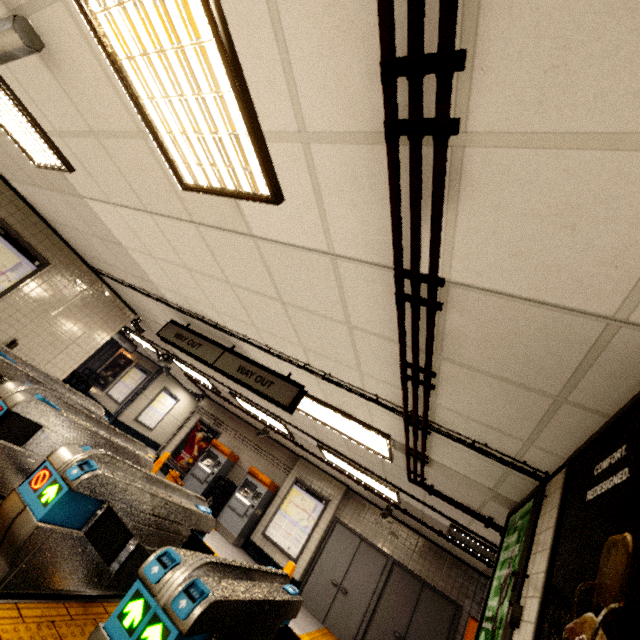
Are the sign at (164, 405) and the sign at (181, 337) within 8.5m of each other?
no

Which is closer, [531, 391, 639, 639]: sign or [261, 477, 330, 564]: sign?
[531, 391, 639, 639]: sign

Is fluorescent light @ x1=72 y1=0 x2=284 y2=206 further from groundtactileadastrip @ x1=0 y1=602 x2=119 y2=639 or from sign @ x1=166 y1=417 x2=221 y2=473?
sign @ x1=166 y1=417 x2=221 y2=473

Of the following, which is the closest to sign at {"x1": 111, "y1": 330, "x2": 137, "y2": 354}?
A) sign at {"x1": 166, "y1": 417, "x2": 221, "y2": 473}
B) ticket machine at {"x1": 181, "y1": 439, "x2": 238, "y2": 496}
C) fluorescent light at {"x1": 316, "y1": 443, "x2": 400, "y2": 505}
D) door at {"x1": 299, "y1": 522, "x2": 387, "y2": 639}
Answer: sign at {"x1": 166, "y1": 417, "x2": 221, "y2": 473}

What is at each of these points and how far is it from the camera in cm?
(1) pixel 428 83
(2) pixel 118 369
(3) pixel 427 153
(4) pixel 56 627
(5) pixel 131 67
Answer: (1) storm drain, 115
(2) sign, 1520
(3) storm drain, 133
(4) groundtactileadastrip, 250
(5) fluorescent light, 185

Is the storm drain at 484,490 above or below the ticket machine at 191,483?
above

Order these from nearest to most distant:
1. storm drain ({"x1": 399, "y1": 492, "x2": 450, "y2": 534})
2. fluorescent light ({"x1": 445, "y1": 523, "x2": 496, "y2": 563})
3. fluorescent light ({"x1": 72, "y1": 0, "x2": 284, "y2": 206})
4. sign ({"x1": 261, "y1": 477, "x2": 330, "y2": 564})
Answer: fluorescent light ({"x1": 72, "y1": 0, "x2": 284, "y2": 206}) → fluorescent light ({"x1": 445, "y1": 523, "x2": 496, "y2": 563}) → storm drain ({"x1": 399, "y1": 492, "x2": 450, "y2": 534}) → sign ({"x1": 261, "y1": 477, "x2": 330, "y2": 564})

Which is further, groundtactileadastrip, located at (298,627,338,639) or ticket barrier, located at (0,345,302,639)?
groundtactileadastrip, located at (298,627,338,639)
